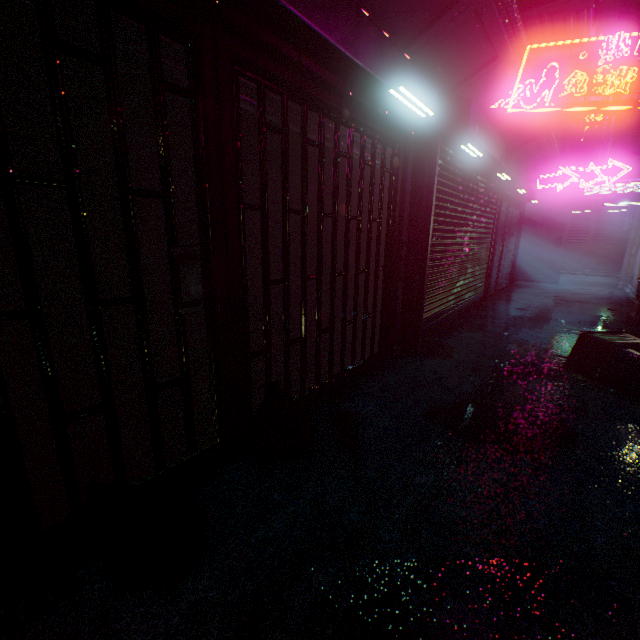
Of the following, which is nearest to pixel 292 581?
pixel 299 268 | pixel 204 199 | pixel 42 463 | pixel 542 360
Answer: pixel 42 463

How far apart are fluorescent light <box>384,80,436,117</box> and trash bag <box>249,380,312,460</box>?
2.29m

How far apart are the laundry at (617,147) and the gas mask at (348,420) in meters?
12.6 m

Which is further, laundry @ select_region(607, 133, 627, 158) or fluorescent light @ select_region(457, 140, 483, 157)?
laundry @ select_region(607, 133, 627, 158)

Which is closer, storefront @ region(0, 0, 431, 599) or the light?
storefront @ region(0, 0, 431, 599)

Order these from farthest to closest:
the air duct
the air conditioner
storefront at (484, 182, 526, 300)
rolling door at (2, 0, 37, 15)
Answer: storefront at (484, 182, 526, 300) < the air duct < the air conditioner < rolling door at (2, 0, 37, 15)

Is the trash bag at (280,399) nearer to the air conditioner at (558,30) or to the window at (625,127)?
the air conditioner at (558,30)

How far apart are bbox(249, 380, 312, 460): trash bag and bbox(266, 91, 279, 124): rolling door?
1.7m
